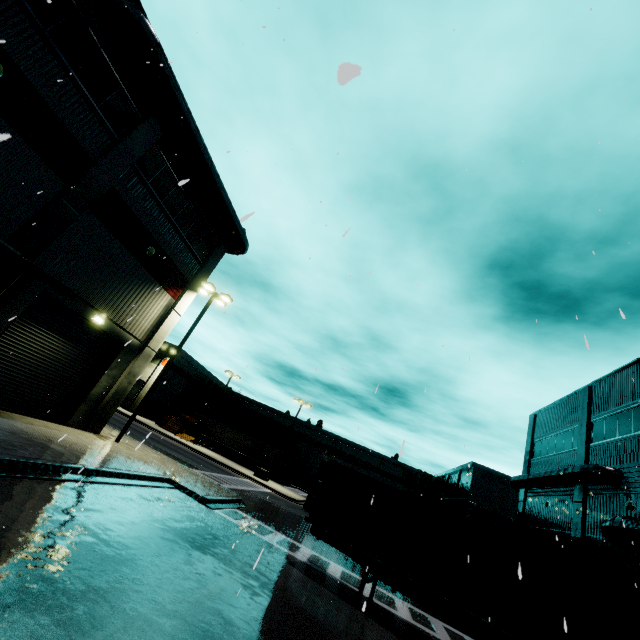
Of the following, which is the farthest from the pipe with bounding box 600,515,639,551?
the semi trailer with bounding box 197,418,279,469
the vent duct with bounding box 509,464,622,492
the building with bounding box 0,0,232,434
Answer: the vent duct with bounding box 509,464,622,492

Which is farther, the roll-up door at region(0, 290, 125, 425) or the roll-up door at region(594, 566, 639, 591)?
the roll-up door at region(594, 566, 639, 591)

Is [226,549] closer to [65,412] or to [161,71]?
[65,412]

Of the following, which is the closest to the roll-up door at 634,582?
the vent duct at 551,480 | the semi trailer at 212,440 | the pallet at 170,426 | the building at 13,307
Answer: the building at 13,307

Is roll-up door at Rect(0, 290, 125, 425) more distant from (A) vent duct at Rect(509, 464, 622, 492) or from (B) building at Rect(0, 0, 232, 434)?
(A) vent duct at Rect(509, 464, 622, 492)

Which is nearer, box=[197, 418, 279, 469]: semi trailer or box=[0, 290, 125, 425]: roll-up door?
box=[0, 290, 125, 425]: roll-up door

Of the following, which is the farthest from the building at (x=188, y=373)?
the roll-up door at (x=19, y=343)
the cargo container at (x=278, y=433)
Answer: the cargo container at (x=278, y=433)

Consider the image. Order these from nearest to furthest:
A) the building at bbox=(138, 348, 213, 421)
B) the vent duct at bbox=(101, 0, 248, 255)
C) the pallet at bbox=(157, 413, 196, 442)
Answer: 1. the vent duct at bbox=(101, 0, 248, 255)
2. the pallet at bbox=(157, 413, 196, 442)
3. the building at bbox=(138, 348, 213, 421)
